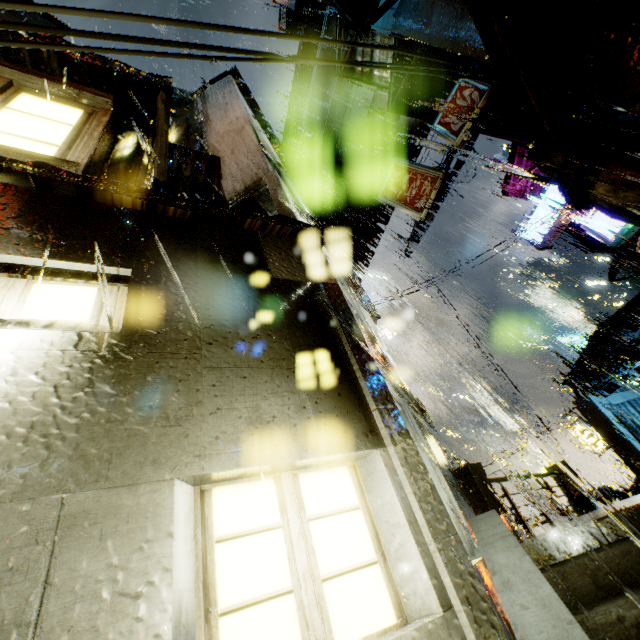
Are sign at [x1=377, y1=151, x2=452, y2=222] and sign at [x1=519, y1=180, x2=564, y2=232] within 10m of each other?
yes

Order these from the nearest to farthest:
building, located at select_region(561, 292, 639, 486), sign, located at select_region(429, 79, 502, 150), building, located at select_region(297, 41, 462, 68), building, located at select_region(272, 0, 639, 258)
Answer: building, located at select_region(272, 0, 639, 258) < sign, located at select_region(429, 79, 502, 150) < building, located at select_region(297, 41, 462, 68) < building, located at select_region(561, 292, 639, 486)

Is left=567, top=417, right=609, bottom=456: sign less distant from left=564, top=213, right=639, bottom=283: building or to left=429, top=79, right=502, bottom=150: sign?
left=564, top=213, right=639, bottom=283: building

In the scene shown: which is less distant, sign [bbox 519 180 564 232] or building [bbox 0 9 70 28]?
building [bbox 0 9 70 28]

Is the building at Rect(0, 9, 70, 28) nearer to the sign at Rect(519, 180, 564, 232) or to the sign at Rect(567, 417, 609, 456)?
the sign at Rect(519, 180, 564, 232)

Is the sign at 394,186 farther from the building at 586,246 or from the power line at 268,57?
the power line at 268,57

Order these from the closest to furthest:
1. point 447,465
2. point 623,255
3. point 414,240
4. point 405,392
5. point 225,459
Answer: point 225,459 → point 405,392 → point 447,465 → point 623,255 → point 414,240

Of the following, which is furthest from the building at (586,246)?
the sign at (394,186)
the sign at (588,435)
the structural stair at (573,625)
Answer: the sign at (394,186)
